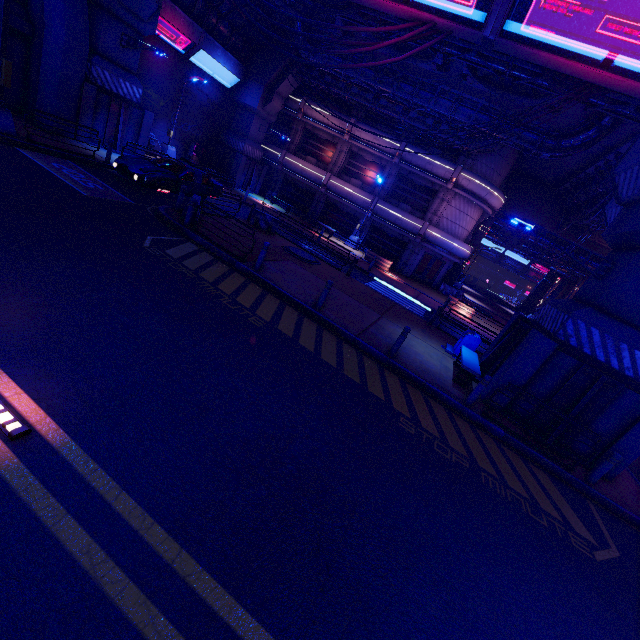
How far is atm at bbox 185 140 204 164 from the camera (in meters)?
→ 26.33

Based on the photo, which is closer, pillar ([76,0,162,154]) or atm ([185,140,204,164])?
pillar ([76,0,162,154])

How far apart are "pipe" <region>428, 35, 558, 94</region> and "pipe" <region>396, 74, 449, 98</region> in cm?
712

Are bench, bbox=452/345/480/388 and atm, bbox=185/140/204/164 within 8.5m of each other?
no

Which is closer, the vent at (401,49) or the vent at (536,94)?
the vent at (536,94)

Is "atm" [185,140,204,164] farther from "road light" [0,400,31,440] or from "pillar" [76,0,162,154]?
"road light" [0,400,31,440]

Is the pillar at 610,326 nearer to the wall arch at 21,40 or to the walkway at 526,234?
the wall arch at 21,40

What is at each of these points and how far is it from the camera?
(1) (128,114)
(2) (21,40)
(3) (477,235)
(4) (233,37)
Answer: (1) pillar, 18.14m
(2) wall arch, 14.87m
(3) tunnel, 32.94m
(4) walkway, 23.92m
